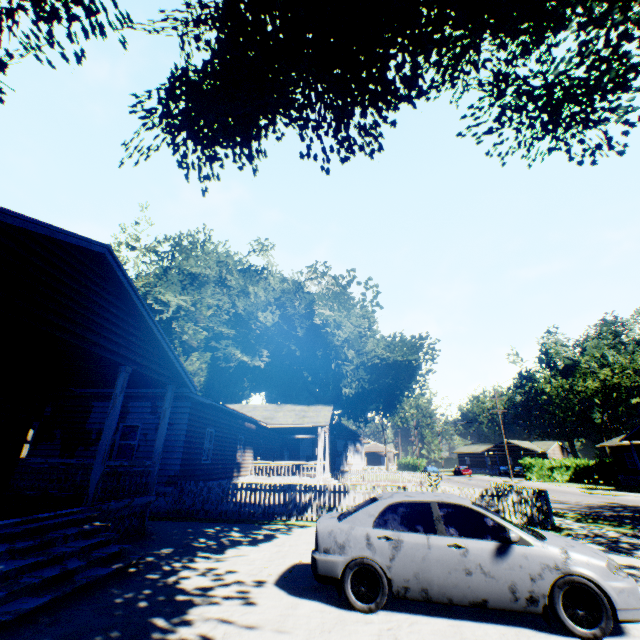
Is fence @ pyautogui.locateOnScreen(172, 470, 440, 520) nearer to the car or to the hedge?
the car

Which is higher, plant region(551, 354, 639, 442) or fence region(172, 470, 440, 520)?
plant region(551, 354, 639, 442)

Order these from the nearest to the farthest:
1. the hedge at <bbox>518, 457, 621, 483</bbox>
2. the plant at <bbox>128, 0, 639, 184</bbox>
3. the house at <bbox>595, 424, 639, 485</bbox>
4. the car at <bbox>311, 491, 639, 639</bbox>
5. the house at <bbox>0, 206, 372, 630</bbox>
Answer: the car at <bbox>311, 491, 639, 639</bbox> < the house at <bbox>0, 206, 372, 630</bbox> < the plant at <bbox>128, 0, 639, 184</bbox> < the house at <bbox>595, 424, 639, 485</bbox> < the hedge at <bbox>518, 457, 621, 483</bbox>

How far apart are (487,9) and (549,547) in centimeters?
1236cm

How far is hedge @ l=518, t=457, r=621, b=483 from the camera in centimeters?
4175cm

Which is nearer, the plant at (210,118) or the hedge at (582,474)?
the plant at (210,118)

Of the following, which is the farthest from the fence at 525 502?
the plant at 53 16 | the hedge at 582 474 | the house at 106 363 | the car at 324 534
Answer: the hedge at 582 474

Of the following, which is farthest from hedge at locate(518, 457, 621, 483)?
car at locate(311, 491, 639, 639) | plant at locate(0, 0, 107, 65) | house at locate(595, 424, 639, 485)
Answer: car at locate(311, 491, 639, 639)
